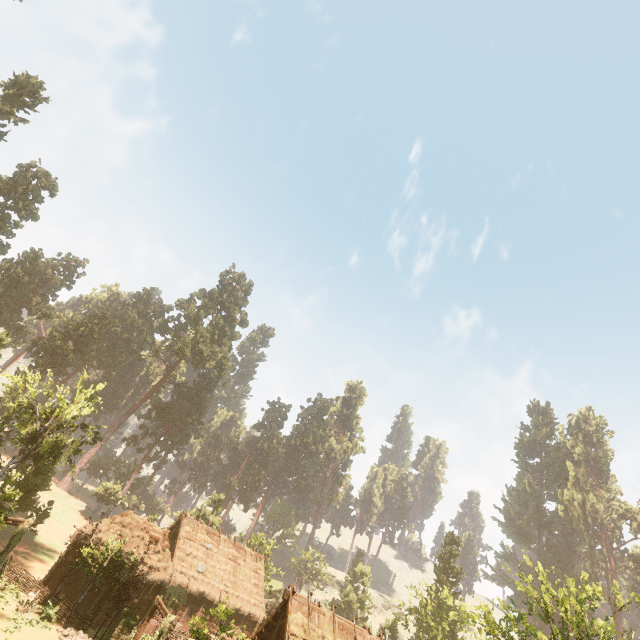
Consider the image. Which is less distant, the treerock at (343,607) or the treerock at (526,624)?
the treerock at (526,624)

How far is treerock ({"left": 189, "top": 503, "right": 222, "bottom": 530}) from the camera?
44.7 meters

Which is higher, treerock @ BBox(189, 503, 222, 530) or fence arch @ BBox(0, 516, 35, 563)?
treerock @ BBox(189, 503, 222, 530)

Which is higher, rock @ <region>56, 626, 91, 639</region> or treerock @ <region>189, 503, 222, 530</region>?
treerock @ <region>189, 503, 222, 530</region>

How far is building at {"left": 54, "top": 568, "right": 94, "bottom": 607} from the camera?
24.18m

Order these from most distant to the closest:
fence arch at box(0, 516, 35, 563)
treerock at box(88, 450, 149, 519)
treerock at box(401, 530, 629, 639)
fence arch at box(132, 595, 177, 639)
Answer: treerock at box(88, 450, 149, 519)
fence arch at box(0, 516, 35, 563)
treerock at box(401, 530, 629, 639)
fence arch at box(132, 595, 177, 639)

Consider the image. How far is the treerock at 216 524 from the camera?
44.72m

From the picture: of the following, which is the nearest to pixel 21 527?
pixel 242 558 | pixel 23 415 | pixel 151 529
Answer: pixel 151 529
